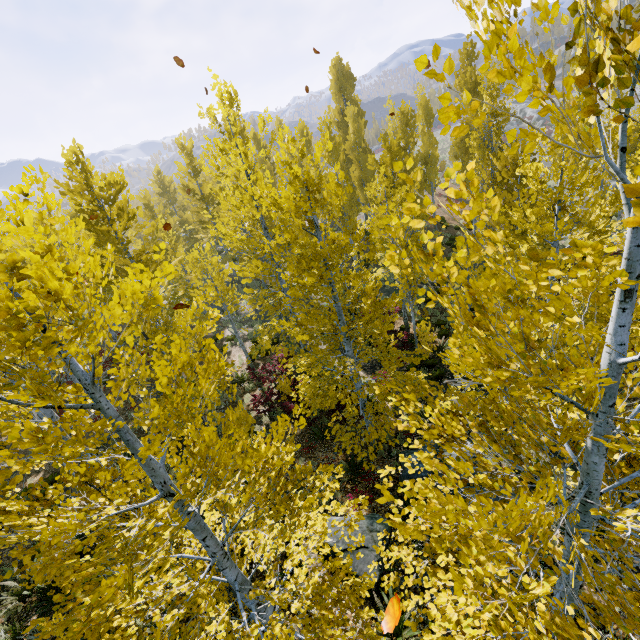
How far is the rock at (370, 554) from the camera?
6.23m

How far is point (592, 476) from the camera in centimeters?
302cm

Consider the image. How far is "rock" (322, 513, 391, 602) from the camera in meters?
6.2

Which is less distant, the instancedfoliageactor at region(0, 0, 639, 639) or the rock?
the instancedfoliageactor at region(0, 0, 639, 639)

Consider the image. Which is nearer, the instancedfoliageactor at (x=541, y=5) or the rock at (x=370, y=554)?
the instancedfoliageactor at (x=541, y=5)

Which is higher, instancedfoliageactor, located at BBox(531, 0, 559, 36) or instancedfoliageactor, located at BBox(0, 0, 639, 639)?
instancedfoliageactor, located at BBox(531, 0, 559, 36)

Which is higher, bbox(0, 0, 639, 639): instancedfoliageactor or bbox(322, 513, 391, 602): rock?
bbox(0, 0, 639, 639): instancedfoliageactor
